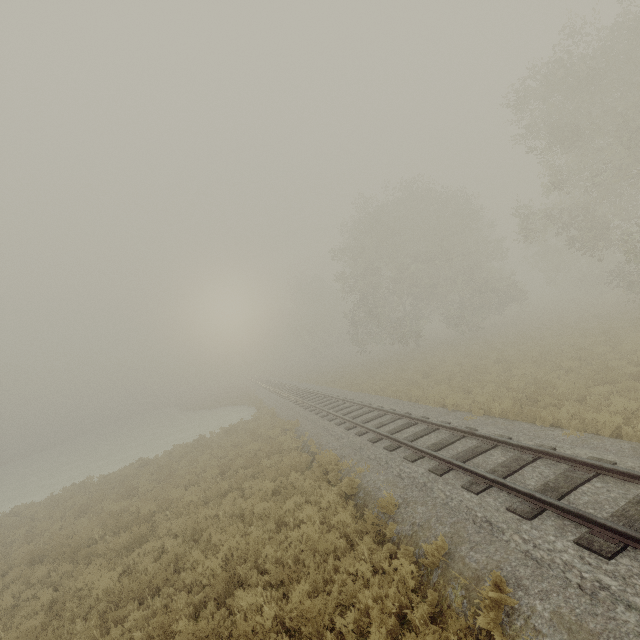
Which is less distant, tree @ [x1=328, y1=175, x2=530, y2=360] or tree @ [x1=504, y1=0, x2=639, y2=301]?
tree @ [x1=504, y1=0, x2=639, y2=301]

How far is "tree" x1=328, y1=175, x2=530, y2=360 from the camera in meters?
30.5

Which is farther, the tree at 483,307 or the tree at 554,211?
the tree at 483,307

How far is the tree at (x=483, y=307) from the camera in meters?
30.5 m

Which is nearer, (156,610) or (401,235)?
(156,610)
